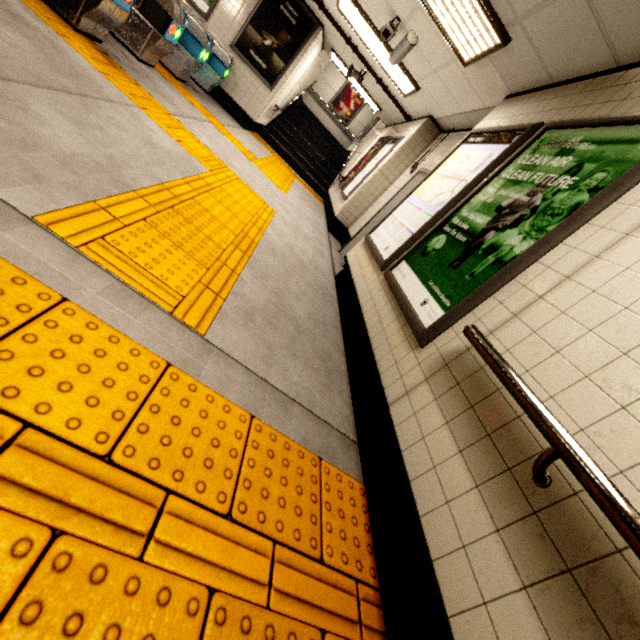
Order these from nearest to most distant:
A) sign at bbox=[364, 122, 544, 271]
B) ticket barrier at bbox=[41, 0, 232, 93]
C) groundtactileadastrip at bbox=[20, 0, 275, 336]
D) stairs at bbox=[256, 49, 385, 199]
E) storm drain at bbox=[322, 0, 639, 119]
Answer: groundtactileadastrip at bbox=[20, 0, 275, 336] → storm drain at bbox=[322, 0, 639, 119] → sign at bbox=[364, 122, 544, 271] → ticket barrier at bbox=[41, 0, 232, 93] → stairs at bbox=[256, 49, 385, 199]

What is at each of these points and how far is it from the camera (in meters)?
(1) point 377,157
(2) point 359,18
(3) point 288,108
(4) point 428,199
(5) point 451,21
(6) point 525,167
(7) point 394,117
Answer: Result:
(1) sign, 7.67
(2) fluorescent light, 5.45
(3) stairs, 11.80
(4) sign, 3.53
(5) fluorescent light, 3.51
(6) sign, 2.45
(7) storm drain, 8.59

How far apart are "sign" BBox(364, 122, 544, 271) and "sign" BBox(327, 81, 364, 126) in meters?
13.8

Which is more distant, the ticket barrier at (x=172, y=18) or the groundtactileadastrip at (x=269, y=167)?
the groundtactileadastrip at (x=269, y=167)

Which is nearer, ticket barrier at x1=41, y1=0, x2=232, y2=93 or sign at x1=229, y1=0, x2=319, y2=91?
ticket barrier at x1=41, y1=0, x2=232, y2=93

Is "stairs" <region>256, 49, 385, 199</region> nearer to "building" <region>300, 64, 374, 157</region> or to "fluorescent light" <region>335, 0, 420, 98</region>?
"building" <region>300, 64, 374, 157</region>

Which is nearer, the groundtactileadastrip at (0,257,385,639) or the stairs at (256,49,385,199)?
the groundtactileadastrip at (0,257,385,639)

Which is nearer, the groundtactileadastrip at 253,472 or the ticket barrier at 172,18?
the groundtactileadastrip at 253,472
